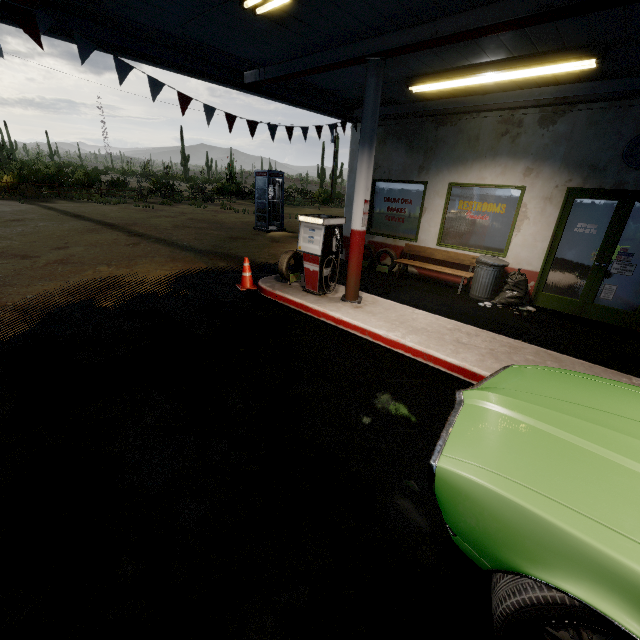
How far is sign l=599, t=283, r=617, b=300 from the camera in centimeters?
650cm

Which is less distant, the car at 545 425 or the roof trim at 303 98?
the car at 545 425

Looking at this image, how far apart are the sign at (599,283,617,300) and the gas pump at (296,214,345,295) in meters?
5.4

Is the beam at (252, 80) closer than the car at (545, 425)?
No

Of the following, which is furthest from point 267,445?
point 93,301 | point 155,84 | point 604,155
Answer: point 604,155

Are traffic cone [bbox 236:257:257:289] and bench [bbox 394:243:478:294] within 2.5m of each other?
no

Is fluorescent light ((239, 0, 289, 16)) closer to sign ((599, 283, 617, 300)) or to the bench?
the bench

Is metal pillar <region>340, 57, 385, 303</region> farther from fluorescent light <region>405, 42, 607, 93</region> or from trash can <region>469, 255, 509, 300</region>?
trash can <region>469, 255, 509, 300</region>
